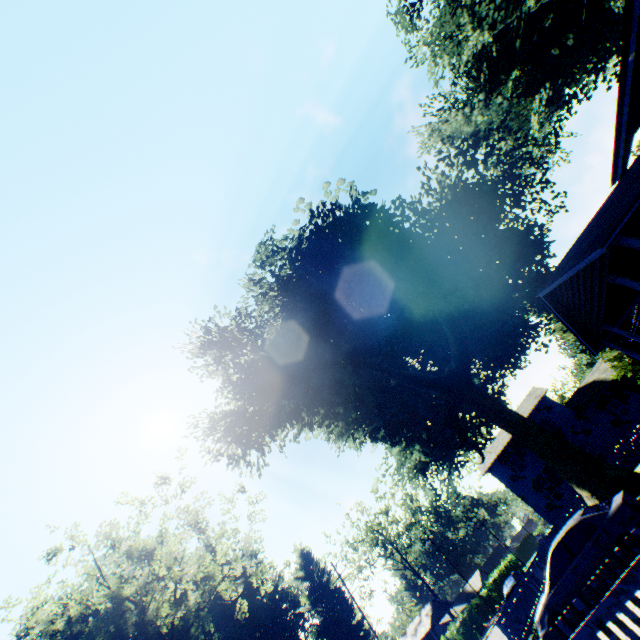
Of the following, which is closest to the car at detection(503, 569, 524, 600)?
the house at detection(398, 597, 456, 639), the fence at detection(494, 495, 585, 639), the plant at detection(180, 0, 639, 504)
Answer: the fence at detection(494, 495, 585, 639)

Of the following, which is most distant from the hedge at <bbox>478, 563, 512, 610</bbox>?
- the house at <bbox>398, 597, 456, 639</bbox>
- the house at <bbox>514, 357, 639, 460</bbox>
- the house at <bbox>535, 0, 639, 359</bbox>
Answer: the house at <bbox>535, 0, 639, 359</bbox>

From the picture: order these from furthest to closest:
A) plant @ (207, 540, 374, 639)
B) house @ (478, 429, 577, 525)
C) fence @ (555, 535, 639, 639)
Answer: plant @ (207, 540, 374, 639) → house @ (478, 429, 577, 525) → fence @ (555, 535, 639, 639)

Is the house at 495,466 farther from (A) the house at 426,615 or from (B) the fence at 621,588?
(B) the fence at 621,588

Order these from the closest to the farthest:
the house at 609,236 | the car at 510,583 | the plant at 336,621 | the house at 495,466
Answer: the house at 609,236 → the car at 510,583 → the house at 495,466 → the plant at 336,621

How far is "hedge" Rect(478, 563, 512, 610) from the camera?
50.7 meters

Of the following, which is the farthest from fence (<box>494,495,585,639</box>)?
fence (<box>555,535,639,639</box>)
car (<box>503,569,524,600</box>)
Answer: fence (<box>555,535,639,639</box>)

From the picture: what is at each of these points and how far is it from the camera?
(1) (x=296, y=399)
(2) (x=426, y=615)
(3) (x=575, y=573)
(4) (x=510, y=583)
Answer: (1) plant, 18.11m
(2) house, 47.19m
(3) car, 8.96m
(4) car, 26.06m
